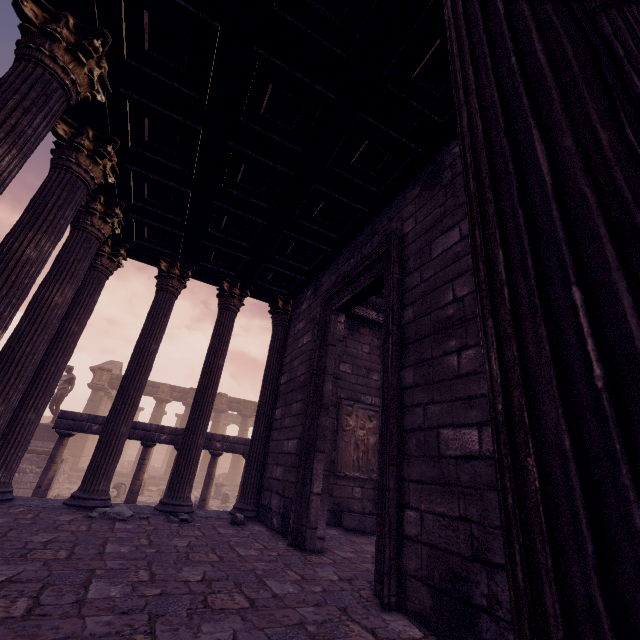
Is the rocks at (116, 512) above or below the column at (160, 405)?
below

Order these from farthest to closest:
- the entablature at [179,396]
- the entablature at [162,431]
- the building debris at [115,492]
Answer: the entablature at [179,396] → the building debris at [115,492] → the entablature at [162,431]

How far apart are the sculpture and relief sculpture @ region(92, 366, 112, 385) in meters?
7.8 m

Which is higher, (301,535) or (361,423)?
(361,423)

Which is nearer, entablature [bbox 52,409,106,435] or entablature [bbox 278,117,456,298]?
entablature [bbox 278,117,456,298]

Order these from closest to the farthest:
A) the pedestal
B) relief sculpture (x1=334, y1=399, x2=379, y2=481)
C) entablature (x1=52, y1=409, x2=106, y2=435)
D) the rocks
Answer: the rocks → relief sculpture (x1=334, y1=399, x2=379, y2=481) → entablature (x1=52, y1=409, x2=106, y2=435) → the pedestal

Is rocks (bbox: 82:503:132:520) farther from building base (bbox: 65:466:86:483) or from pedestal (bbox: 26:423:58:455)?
building base (bbox: 65:466:86:483)

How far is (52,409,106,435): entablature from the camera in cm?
936
